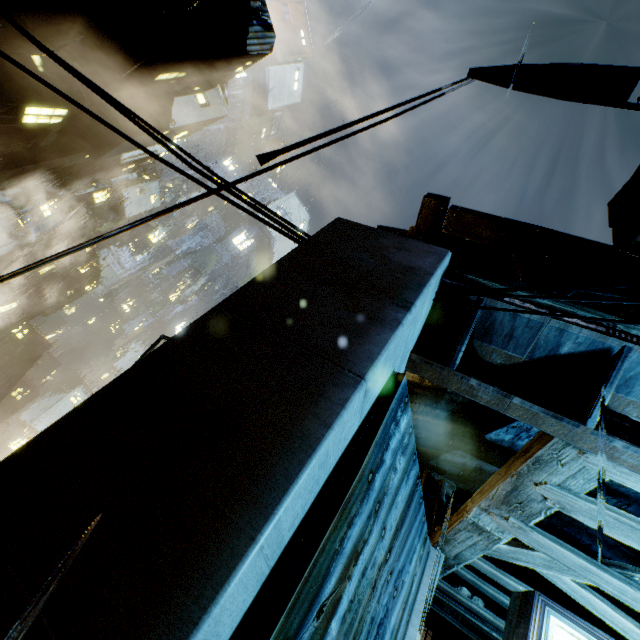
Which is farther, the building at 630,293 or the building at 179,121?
the building at 179,121

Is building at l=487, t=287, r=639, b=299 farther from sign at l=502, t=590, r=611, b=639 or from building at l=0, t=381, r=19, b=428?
building at l=0, t=381, r=19, b=428

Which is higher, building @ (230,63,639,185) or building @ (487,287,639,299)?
building @ (230,63,639,185)

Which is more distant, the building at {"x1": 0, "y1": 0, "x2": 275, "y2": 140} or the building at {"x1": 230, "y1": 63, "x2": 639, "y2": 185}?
the building at {"x1": 0, "y1": 0, "x2": 275, "y2": 140}

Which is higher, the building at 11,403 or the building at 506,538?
the building at 506,538

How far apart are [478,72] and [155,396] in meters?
22.9

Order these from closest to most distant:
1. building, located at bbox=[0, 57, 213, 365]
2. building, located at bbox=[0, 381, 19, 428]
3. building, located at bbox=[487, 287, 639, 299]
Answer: building, located at bbox=[487, 287, 639, 299] → building, located at bbox=[0, 57, 213, 365] → building, located at bbox=[0, 381, 19, 428]
